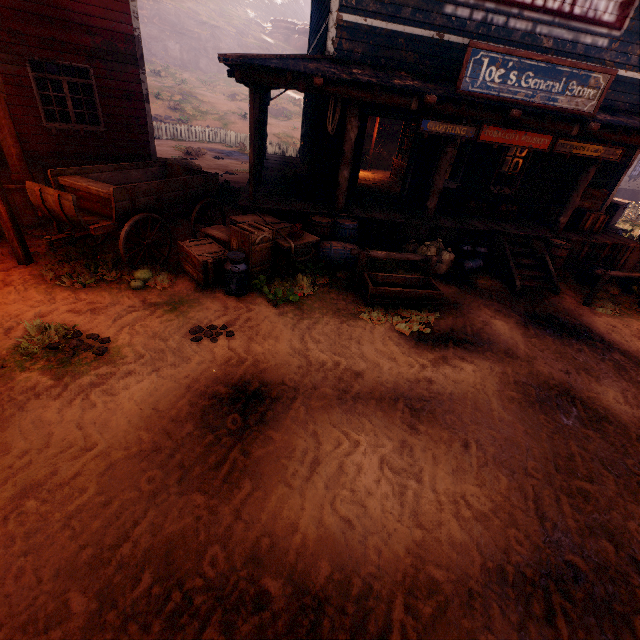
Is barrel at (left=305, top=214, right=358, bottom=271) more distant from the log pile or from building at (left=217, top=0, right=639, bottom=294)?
the log pile

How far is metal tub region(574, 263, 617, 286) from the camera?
8.85m

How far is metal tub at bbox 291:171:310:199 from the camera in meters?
8.8 m

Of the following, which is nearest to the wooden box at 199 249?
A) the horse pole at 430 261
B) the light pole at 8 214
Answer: the horse pole at 430 261

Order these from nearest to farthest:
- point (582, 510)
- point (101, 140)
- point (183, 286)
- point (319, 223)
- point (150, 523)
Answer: point (150, 523), point (582, 510), point (183, 286), point (319, 223), point (101, 140)

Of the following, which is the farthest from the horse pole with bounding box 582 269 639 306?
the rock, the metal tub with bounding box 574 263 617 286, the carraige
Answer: the rock

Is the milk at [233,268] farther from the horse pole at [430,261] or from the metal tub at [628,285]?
the metal tub at [628,285]
